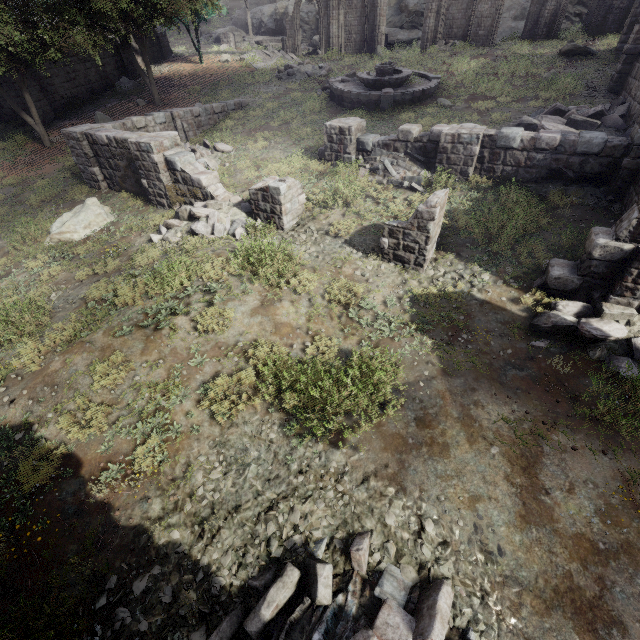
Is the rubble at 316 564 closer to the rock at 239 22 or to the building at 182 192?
the building at 182 192

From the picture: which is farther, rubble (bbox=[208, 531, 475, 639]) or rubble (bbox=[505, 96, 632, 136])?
rubble (bbox=[505, 96, 632, 136])

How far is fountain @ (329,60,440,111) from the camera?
16.84m

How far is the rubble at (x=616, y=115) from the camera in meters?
10.9

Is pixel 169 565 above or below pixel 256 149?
below

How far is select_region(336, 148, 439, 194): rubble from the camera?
11.64m

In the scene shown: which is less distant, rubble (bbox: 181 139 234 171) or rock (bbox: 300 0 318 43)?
rubble (bbox: 181 139 234 171)

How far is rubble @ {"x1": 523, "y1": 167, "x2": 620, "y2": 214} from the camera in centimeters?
968cm
